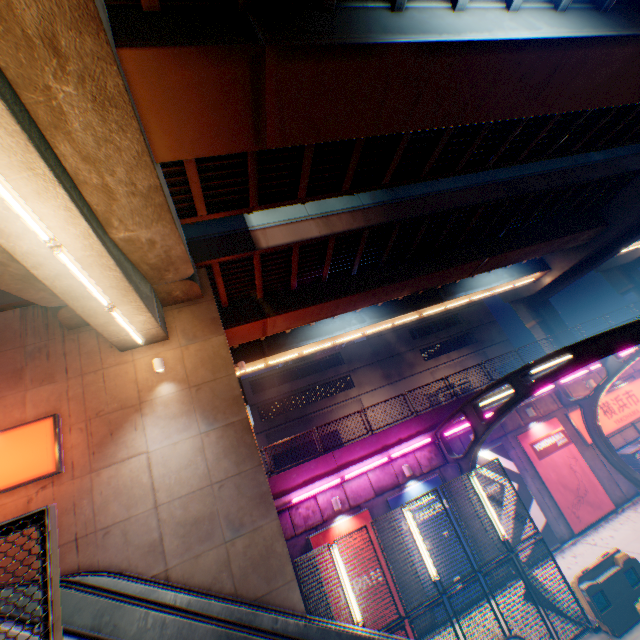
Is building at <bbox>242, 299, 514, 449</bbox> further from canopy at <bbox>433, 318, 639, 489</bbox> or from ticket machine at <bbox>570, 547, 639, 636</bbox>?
ticket machine at <bbox>570, 547, 639, 636</bbox>

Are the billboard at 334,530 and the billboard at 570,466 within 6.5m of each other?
no

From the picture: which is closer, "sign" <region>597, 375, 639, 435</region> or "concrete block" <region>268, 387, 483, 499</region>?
"concrete block" <region>268, 387, 483, 499</region>

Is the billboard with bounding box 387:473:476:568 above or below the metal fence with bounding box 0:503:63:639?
below

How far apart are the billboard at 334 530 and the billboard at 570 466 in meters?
8.1 m

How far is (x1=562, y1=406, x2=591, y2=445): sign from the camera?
15.76m

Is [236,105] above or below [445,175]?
below

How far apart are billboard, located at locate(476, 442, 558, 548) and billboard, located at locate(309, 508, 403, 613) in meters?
4.5 m
